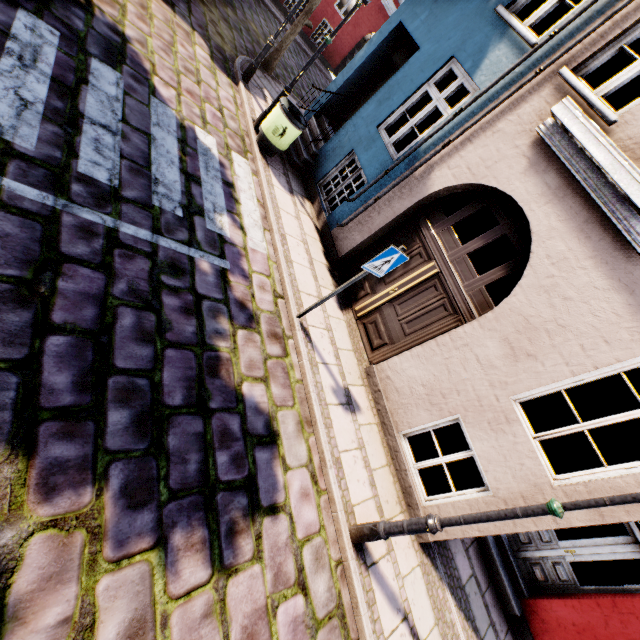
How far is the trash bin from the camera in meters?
6.5

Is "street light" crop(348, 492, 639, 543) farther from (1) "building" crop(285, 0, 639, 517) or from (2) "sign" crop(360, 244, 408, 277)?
(2) "sign" crop(360, 244, 408, 277)

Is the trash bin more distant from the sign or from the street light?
the street light

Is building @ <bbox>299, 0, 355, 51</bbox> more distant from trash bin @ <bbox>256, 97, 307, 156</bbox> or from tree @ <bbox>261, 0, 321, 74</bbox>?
tree @ <bbox>261, 0, 321, 74</bbox>

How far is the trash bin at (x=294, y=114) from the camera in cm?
651

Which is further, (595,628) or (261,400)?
(595,628)

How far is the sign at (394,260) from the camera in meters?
4.0

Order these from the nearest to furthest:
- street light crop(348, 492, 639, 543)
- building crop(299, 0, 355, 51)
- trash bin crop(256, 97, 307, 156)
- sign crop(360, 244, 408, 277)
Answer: street light crop(348, 492, 639, 543)
sign crop(360, 244, 408, 277)
trash bin crop(256, 97, 307, 156)
building crop(299, 0, 355, 51)
